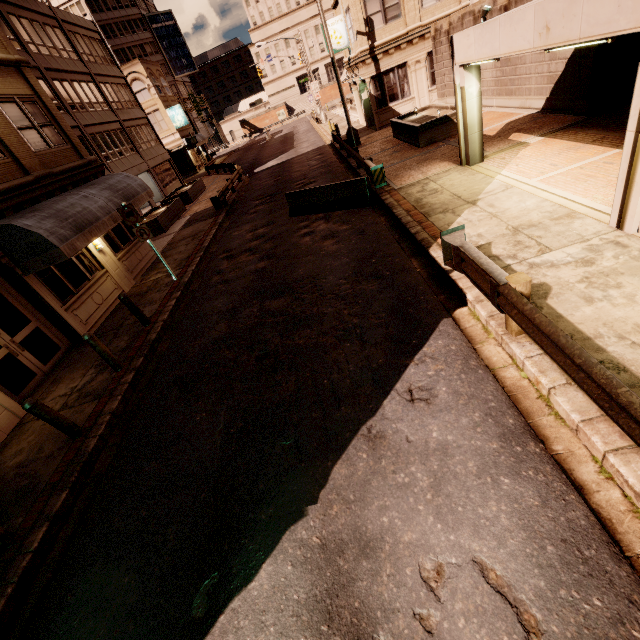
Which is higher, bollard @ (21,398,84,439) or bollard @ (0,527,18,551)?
→ bollard @ (21,398,84,439)

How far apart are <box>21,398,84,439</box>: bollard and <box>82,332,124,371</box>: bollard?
1.8 meters

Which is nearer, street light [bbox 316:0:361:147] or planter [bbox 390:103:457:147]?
planter [bbox 390:103:457:147]

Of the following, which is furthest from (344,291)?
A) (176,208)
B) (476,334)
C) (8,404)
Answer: (176,208)

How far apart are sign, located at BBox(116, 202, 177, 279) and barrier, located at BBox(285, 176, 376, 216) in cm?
533

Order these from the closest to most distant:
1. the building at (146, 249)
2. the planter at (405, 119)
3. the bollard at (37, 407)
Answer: the bollard at (37, 407)
the building at (146, 249)
the planter at (405, 119)

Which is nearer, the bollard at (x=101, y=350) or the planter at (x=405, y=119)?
the bollard at (x=101, y=350)

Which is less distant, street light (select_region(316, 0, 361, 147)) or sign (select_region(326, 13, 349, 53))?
street light (select_region(316, 0, 361, 147))
